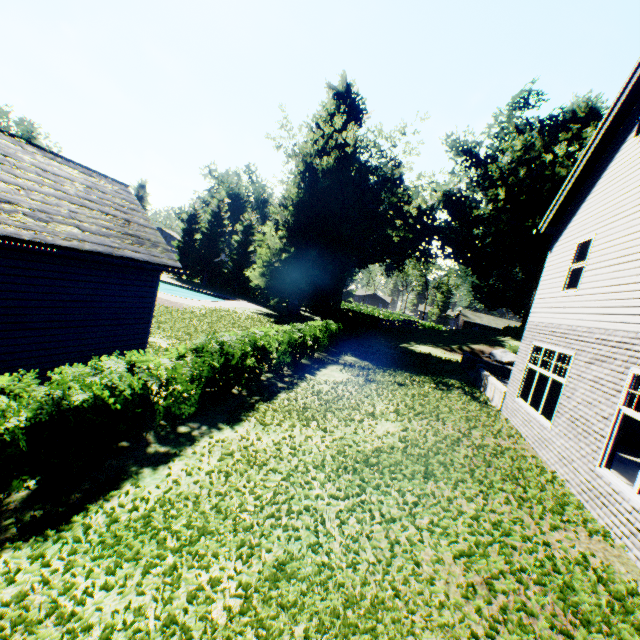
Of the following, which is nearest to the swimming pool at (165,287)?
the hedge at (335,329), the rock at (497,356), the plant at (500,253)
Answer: the plant at (500,253)

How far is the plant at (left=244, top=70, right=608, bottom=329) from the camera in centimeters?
2944cm

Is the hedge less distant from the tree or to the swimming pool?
the tree

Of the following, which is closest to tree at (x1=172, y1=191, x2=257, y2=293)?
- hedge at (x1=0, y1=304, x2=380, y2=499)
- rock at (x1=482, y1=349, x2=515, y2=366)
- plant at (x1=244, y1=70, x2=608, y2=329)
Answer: plant at (x1=244, y1=70, x2=608, y2=329)

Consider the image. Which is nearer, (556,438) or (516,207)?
(556,438)

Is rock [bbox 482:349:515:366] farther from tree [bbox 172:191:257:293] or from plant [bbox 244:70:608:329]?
tree [bbox 172:191:257:293]

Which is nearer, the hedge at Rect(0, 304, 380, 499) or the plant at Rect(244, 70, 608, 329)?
the hedge at Rect(0, 304, 380, 499)

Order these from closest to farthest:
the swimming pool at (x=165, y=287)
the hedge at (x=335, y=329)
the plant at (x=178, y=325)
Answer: the hedge at (x=335, y=329)
the plant at (x=178, y=325)
the swimming pool at (x=165, y=287)
